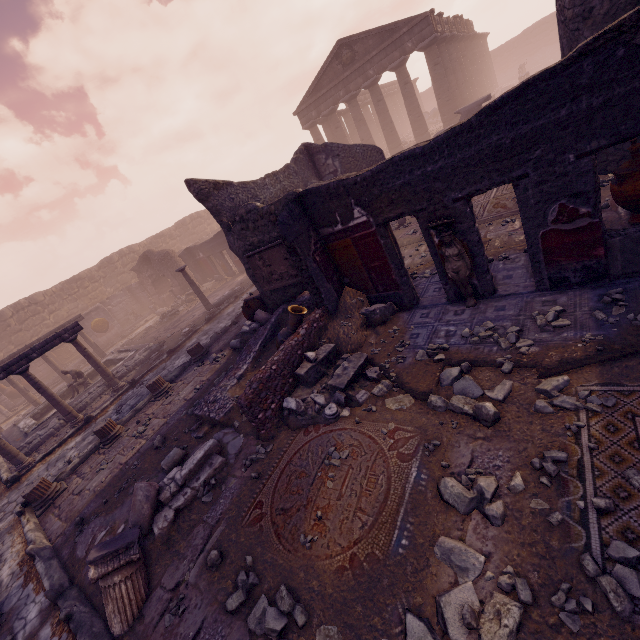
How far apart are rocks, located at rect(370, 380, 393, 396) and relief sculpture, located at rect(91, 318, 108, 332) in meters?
22.4

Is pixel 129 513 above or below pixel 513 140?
below

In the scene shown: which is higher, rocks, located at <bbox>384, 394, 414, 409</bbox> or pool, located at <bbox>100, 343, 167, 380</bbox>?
pool, located at <bbox>100, 343, 167, 380</bbox>

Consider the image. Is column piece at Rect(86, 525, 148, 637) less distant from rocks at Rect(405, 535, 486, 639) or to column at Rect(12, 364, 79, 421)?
rocks at Rect(405, 535, 486, 639)

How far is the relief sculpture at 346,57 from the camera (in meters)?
22.42

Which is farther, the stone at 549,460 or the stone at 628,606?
the stone at 549,460

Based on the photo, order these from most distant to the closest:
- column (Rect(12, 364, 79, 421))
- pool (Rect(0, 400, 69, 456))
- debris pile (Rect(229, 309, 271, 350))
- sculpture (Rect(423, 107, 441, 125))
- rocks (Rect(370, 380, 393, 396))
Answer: sculpture (Rect(423, 107, 441, 125)) < pool (Rect(0, 400, 69, 456)) < column (Rect(12, 364, 79, 421)) < debris pile (Rect(229, 309, 271, 350)) < rocks (Rect(370, 380, 393, 396))

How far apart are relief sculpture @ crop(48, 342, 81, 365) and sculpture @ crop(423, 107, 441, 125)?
38.2m
